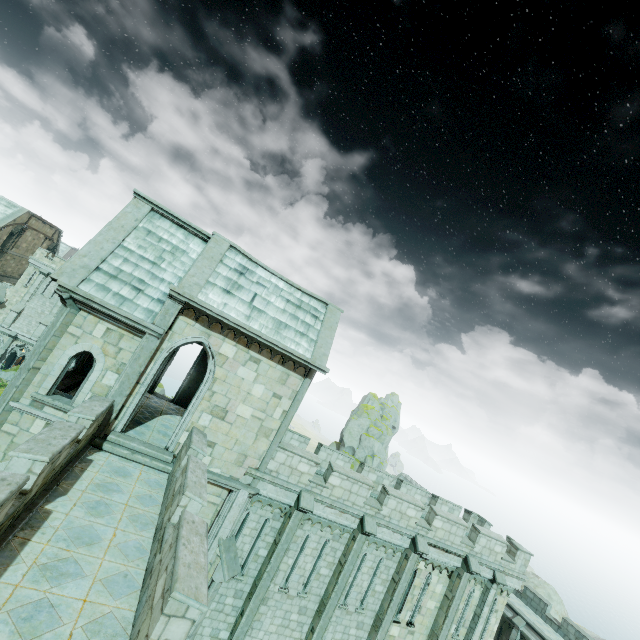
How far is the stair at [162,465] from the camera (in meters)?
10.80

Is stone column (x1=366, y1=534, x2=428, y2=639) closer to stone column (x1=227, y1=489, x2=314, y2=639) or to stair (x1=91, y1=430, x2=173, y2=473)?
stone column (x1=227, y1=489, x2=314, y2=639)

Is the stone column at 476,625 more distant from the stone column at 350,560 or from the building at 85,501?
the stone column at 350,560

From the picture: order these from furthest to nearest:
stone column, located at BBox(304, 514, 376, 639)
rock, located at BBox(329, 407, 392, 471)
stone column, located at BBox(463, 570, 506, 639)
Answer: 1. rock, located at BBox(329, 407, 392, 471)
2. stone column, located at BBox(463, 570, 506, 639)
3. stone column, located at BBox(304, 514, 376, 639)

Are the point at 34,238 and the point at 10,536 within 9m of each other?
no

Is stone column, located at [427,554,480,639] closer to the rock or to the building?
the building

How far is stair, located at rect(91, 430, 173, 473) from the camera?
10.8 meters

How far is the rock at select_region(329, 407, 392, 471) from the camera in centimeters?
5359cm
